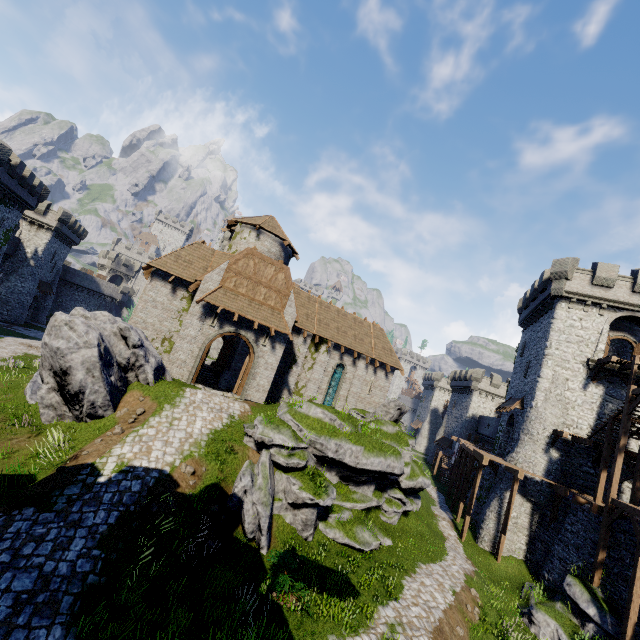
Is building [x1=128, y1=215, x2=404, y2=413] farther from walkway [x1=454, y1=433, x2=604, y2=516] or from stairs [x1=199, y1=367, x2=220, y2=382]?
walkway [x1=454, y1=433, x2=604, y2=516]

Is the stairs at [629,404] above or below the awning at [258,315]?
above

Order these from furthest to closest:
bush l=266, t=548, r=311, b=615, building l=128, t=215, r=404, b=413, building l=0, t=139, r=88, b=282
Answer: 1. building l=0, t=139, r=88, b=282
2. building l=128, t=215, r=404, b=413
3. bush l=266, t=548, r=311, b=615

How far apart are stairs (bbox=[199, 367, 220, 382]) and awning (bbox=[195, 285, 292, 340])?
11.2 meters

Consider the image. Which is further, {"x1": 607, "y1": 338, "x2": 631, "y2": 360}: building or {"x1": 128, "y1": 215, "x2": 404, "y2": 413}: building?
{"x1": 607, "y1": 338, "x2": 631, "y2": 360}: building

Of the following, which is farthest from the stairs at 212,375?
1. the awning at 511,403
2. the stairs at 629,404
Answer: the stairs at 629,404

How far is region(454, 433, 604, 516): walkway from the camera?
18.6 meters

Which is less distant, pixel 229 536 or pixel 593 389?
pixel 229 536
